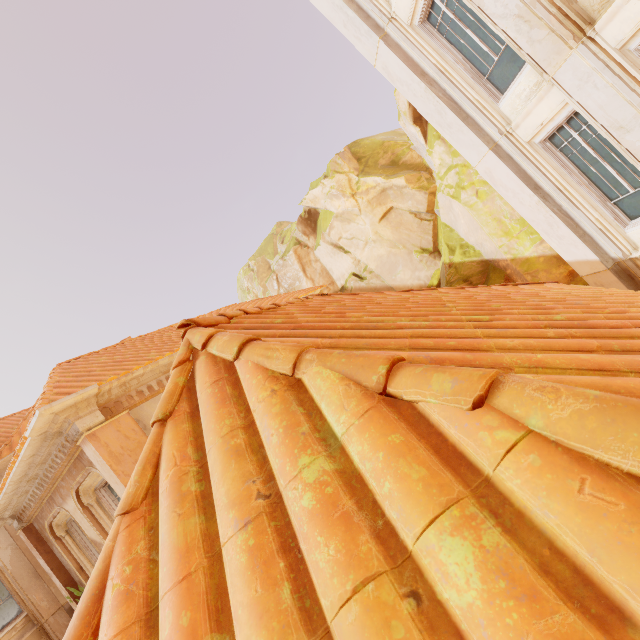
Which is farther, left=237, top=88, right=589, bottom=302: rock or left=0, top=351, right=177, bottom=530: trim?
left=237, top=88, right=589, bottom=302: rock

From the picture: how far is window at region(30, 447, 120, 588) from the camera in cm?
643

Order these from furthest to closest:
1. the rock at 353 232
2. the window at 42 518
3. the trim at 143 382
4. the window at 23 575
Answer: the rock at 353 232, the window at 23 575, the window at 42 518, the trim at 143 382

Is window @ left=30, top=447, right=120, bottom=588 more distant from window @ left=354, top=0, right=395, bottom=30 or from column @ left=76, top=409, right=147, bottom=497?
window @ left=354, top=0, right=395, bottom=30

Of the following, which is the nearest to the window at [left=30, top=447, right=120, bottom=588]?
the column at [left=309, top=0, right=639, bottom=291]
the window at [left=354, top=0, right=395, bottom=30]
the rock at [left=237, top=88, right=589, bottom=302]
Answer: the column at [left=309, top=0, right=639, bottom=291]

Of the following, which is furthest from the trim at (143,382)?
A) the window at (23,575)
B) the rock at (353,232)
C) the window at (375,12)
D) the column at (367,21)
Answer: the rock at (353,232)

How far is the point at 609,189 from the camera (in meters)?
6.73

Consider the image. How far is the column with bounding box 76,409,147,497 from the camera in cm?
549
